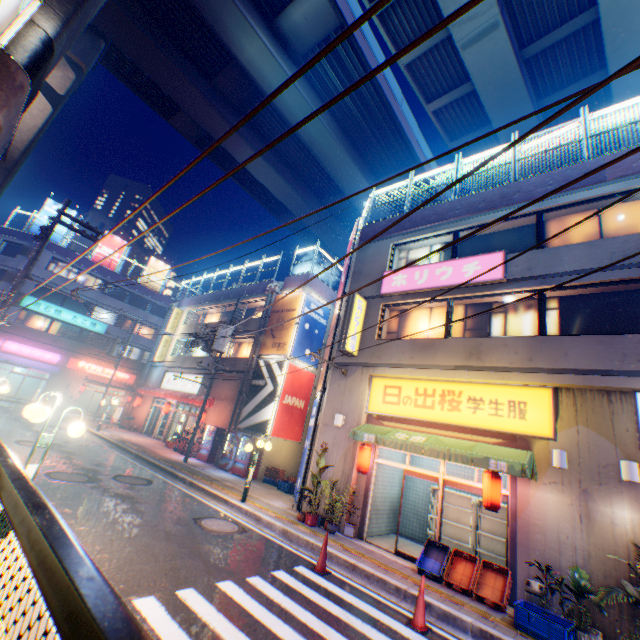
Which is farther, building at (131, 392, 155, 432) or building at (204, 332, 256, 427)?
building at (131, 392, 155, 432)

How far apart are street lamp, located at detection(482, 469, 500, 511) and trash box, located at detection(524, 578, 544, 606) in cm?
135

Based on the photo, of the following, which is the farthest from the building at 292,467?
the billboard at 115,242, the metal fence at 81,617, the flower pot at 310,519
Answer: the flower pot at 310,519

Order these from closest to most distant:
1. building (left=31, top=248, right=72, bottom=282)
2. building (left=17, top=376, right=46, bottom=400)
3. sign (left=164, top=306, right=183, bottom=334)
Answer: sign (left=164, top=306, right=183, bottom=334), building (left=31, top=248, right=72, bottom=282), building (left=17, top=376, right=46, bottom=400)

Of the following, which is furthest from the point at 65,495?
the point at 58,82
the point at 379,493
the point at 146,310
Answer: the point at 146,310

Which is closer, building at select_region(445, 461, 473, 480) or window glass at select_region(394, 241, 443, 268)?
building at select_region(445, 461, 473, 480)

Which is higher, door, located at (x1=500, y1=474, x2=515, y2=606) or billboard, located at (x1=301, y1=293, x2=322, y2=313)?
billboard, located at (x1=301, y1=293, x2=322, y2=313)

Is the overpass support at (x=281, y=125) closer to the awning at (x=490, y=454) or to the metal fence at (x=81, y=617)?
the metal fence at (x=81, y=617)
